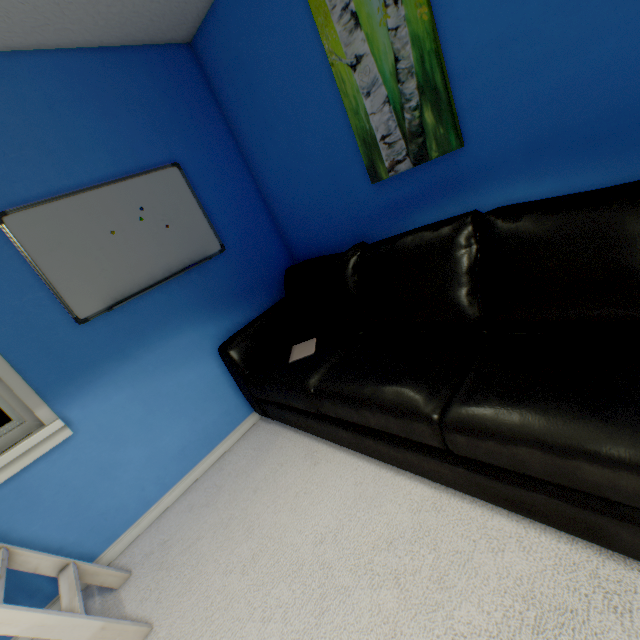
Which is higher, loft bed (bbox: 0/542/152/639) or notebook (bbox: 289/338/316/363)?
notebook (bbox: 289/338/316/363)

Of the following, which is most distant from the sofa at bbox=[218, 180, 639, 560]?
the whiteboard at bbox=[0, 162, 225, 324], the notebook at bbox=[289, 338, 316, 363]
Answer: the whiteboard at bbox=[0, 162, 225, 324]

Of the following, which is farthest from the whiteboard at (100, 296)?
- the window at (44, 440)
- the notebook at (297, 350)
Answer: the notebook at (297, 350)

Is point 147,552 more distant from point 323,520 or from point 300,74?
point 300,74

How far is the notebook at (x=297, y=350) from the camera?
1.9m

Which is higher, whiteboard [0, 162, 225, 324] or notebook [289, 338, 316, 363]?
whiteboard [0, 162, 225, 324]

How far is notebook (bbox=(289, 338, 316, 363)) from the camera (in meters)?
1.91
